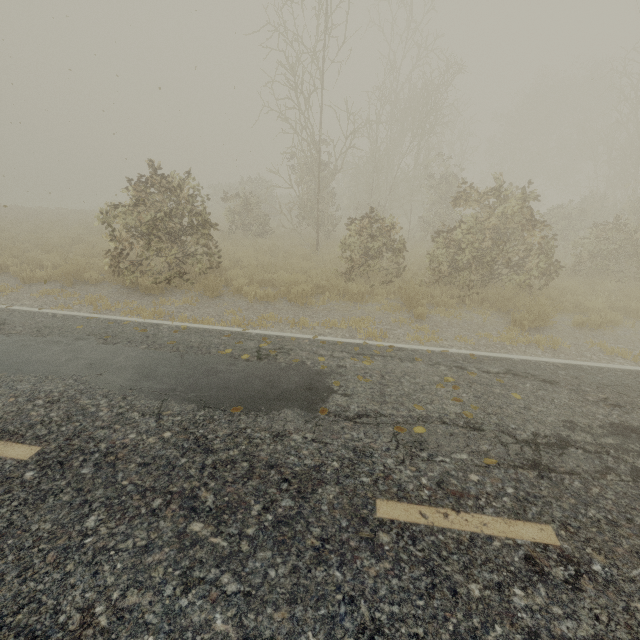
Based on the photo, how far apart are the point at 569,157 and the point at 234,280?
41.0 meters
